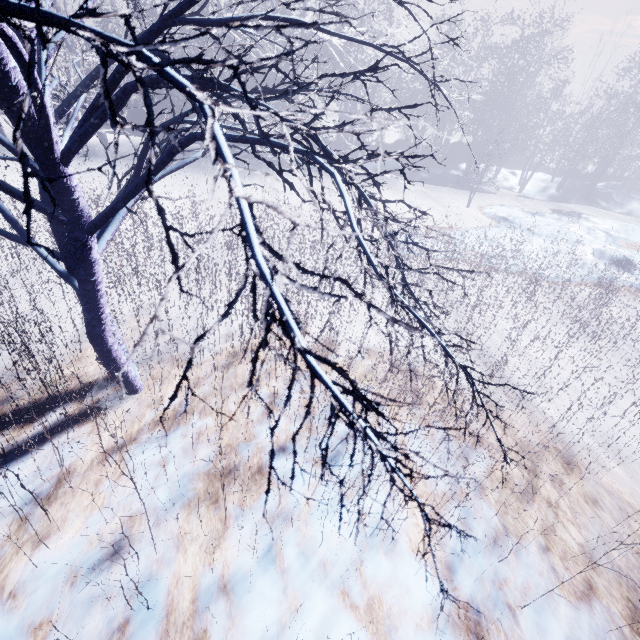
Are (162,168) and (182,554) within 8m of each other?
yes
